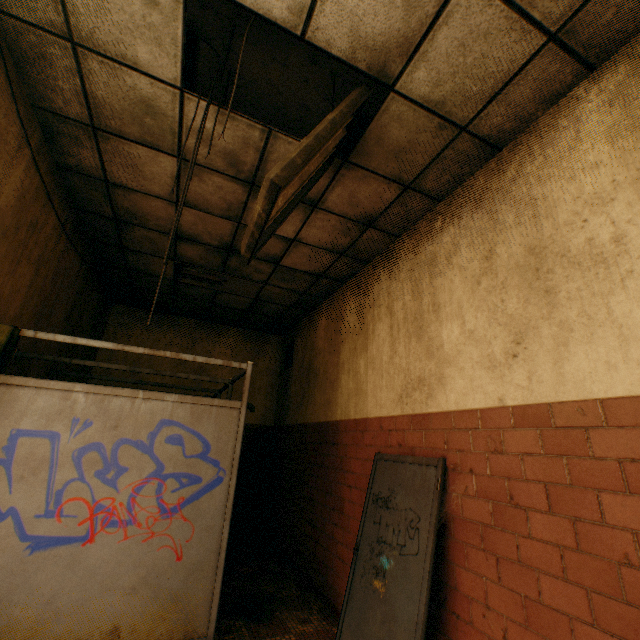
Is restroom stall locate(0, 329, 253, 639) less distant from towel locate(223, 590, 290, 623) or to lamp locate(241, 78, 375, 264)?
towel locate(223, 590, 290, 623)

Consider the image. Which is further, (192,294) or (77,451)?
(192,294)

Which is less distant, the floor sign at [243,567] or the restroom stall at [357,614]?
the restroom stall at [357,614]

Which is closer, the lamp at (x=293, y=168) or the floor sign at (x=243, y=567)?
the lamp at (x=293, y=168)

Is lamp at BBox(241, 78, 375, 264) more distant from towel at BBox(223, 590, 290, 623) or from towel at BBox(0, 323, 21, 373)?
towel at BBox(223, 590, 290, 623)

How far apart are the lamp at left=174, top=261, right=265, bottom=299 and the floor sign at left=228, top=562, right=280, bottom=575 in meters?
4.0 m

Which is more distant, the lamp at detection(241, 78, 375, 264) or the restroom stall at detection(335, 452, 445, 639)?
the restroom stall at detection(335, 452, 445, 639)

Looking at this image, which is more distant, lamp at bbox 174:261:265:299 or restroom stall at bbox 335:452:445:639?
lamp at bbox 174:261:265:299
